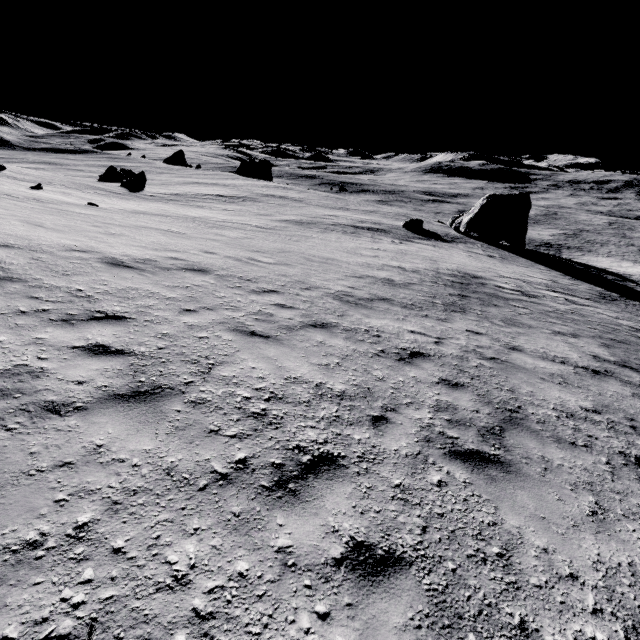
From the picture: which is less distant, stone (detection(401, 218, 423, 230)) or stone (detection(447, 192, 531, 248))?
stone (detection(401, 218, 423, 230))

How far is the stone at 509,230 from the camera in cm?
3709

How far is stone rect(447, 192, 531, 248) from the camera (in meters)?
37.09

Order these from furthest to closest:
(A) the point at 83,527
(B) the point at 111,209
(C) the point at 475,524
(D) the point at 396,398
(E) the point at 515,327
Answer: (B) the point at 111,209 → (E) the point at 515,327 → (D) the point at 396,398 → (C) the point at 475,524 → (A) the point at 83,527

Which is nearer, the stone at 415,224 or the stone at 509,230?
the stone at 415,224

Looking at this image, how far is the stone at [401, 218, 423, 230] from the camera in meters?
36.2 m
